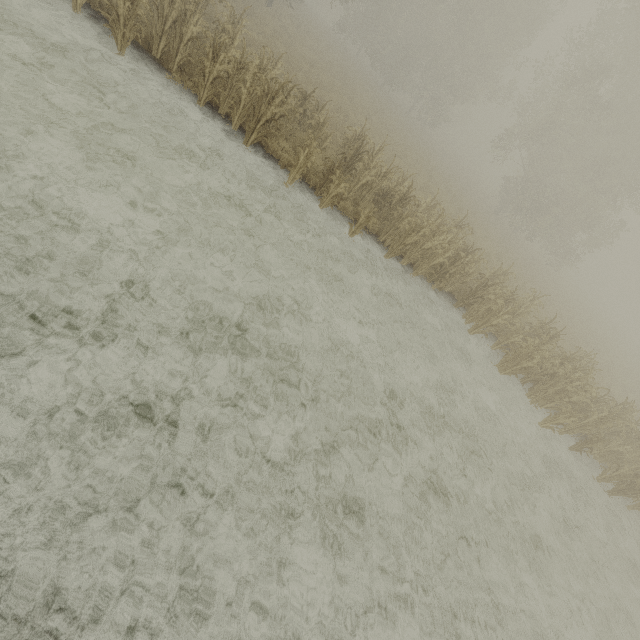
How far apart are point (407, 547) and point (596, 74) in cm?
3027

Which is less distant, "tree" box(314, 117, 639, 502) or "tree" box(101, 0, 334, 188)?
"tree" box(101, 0, 334, 188)

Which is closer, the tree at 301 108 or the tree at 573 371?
the tree at 301 108
